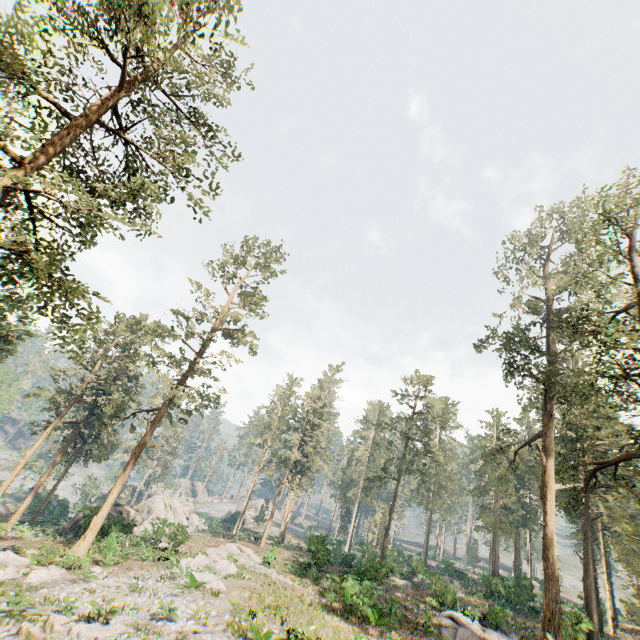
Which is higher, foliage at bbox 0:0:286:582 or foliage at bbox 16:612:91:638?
foliage at bbox 0:0:286:582

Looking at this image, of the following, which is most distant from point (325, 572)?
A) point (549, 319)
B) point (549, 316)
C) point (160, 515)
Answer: point (549, 316)

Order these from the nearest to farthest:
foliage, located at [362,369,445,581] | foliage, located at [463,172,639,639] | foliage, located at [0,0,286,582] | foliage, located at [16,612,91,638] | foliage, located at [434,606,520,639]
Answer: foliage, located at [0,0,286,582]
foliage, located at [16,612,91,638]
foliage, located at [463,172,639,639]
foliage, located at [434,606,520,639]
foliage, located at [362,369,445,581]

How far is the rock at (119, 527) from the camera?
29.2 meters

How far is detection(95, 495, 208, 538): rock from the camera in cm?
2916

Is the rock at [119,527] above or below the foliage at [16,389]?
below

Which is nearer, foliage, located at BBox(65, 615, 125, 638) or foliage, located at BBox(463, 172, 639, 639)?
foliage, located at BBox(65, 615, 125, 638)
